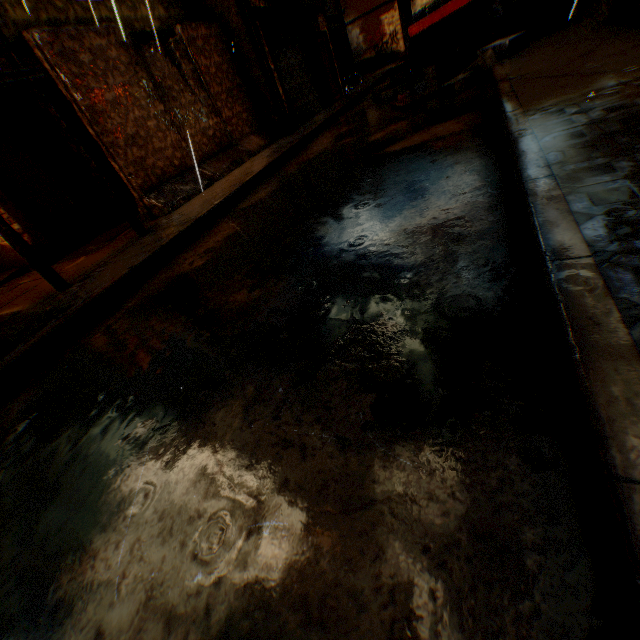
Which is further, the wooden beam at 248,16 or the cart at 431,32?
the wooden beam at 248,16

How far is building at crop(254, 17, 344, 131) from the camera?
10.1 meters

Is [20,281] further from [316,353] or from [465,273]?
[465,273]

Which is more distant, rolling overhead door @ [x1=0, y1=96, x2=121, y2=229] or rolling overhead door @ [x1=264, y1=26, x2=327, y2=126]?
rolling overhead door @ [x1=264, y1=26, x2=327, y2=126]

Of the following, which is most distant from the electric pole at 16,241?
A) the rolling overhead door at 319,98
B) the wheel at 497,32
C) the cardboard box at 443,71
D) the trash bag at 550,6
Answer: the wheel at 497,32

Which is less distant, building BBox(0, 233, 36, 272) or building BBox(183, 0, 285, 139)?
building BBox(0, 233, 36, 272)

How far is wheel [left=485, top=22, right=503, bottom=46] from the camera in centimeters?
802cm
